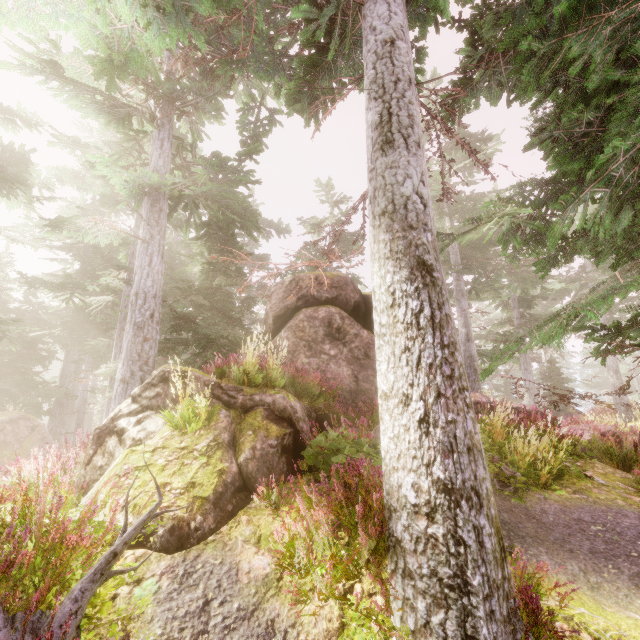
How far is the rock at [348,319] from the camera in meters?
9.2 m

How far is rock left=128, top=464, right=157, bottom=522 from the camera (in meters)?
3.61

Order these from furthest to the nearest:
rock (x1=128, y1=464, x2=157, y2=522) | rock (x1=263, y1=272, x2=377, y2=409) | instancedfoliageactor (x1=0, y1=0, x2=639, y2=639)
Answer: rock (x1=263, y1=272, x2=377, y2=409)
rock (x1=128, y1=464, x2=157, y2=522)
instancedfoliageactor (x1=0, y1=0, x2=639, y2=639)

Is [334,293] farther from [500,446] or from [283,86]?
[283,86]

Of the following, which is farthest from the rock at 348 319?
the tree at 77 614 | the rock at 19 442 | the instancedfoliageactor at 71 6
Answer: the rock at 19 442

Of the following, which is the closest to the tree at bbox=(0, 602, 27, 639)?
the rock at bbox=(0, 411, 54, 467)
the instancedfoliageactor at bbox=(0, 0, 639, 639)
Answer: the instancedfoliageactor at bbox=(0, 0, 639, 639)

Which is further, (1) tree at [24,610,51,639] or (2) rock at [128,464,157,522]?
(2) rock at [128,464,157,522]
